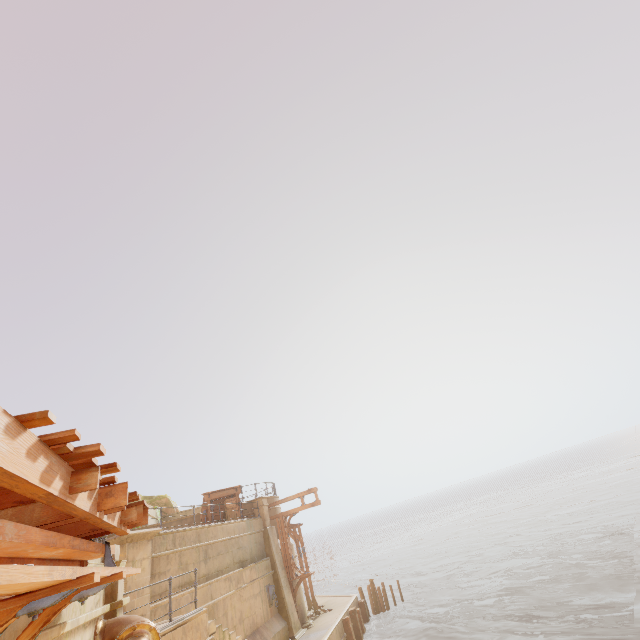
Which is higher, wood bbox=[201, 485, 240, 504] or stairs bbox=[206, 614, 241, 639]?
wood bbox=[201, 485, 240, 504]

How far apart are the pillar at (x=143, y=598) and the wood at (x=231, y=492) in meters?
7.1

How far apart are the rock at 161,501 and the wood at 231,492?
6.1 meters

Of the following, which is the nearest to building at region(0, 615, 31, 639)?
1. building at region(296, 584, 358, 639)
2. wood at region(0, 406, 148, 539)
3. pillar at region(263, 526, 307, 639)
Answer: wood at region(0, 406, 148, 539)

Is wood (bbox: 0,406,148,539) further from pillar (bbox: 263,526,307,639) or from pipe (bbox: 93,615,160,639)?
pillar (bbox: 263,526,307,639)

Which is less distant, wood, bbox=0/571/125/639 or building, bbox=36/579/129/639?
wood, bbox=0/571/125/639

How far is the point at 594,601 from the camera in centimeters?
1644cm

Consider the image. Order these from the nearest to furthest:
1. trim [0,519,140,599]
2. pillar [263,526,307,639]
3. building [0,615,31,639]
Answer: trim [0,519,140,599] → building [0,615,31,639] → pillar [263,526,307,639]
